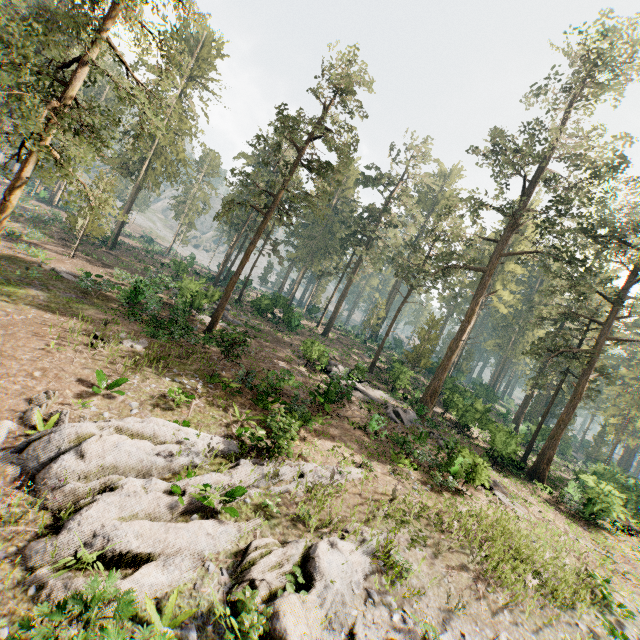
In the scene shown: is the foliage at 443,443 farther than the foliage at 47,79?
Yes

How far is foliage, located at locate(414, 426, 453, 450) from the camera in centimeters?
1809cm

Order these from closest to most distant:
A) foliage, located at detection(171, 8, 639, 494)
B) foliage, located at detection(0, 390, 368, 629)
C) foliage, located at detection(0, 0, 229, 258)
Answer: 1. foliage, located at detection(0, 390, 368, 629)
2. foliage, located at detection(0, 0, 229, 258)
3. foliage, located at detection(171, 8, 639, 494)

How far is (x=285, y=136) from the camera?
26.1 meters

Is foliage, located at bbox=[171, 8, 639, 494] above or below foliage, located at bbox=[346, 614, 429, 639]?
above

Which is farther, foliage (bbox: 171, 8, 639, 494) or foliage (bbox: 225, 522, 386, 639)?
foliage (bbox: 171, 8, 639, 494)
